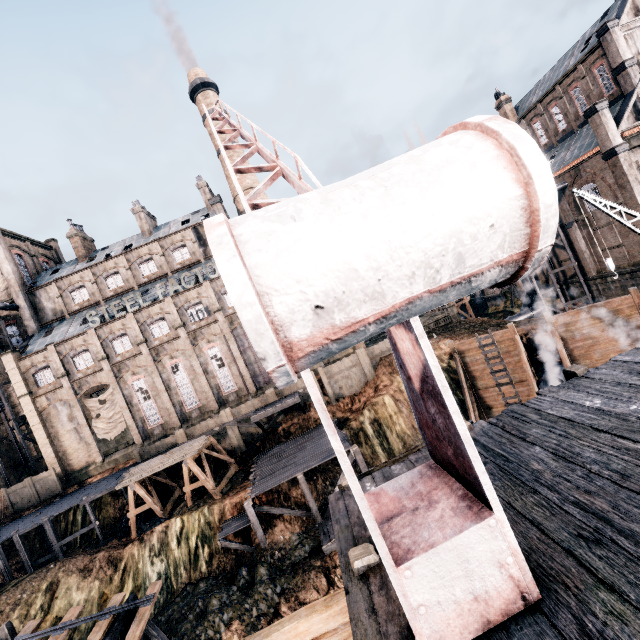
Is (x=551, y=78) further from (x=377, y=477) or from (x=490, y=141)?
(x=490, y=141)

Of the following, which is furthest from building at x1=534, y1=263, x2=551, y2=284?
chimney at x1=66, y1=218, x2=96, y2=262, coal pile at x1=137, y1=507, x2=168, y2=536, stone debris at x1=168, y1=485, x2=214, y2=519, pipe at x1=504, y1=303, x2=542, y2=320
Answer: chimney at x1=66, y1=218, x2=96, y2=262

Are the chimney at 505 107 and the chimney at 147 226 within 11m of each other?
no

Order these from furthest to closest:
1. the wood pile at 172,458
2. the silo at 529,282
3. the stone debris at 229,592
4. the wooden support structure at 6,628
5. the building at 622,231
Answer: the silo at 529,282 → the building at 622,231 → the wood pile at 172,458 → the stone debris at 229,592 → the wooden support structure at 6,628

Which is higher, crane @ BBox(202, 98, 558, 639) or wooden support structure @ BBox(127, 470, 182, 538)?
crane @ BBox(202, 98, 558, 639)

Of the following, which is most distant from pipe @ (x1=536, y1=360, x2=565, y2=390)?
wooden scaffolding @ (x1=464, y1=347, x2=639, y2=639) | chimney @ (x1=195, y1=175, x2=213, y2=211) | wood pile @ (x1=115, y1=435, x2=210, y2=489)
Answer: chimney @ (x1=195, y1=175, x2=213, y2=211)

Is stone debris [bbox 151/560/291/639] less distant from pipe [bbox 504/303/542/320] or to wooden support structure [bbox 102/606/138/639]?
wooden support structure [bbox 102/606/138/639]

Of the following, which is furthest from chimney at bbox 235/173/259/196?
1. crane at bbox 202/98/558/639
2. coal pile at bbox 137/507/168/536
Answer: crane at bbox 202/98/558/639
